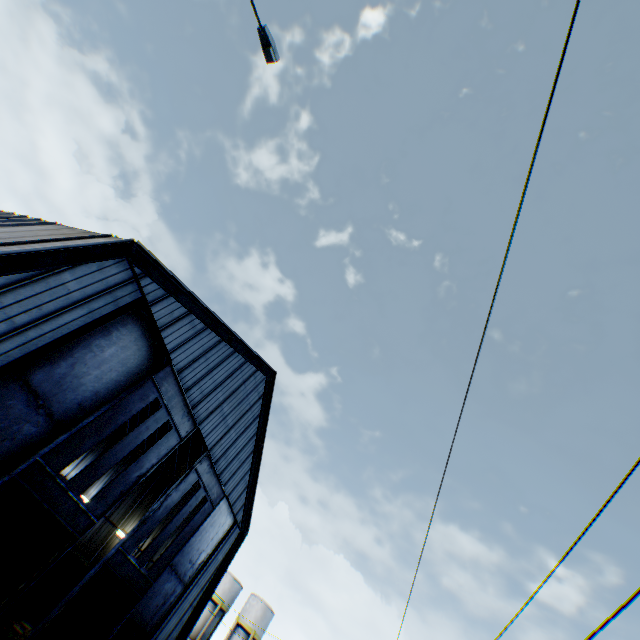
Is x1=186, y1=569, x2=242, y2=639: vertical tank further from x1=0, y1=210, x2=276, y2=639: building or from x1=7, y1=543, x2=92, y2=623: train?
x1=7, y1=543, x2=92, y2=623: train

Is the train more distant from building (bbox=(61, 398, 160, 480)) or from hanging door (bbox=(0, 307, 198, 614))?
hanging door (bbox=(0, 307, 198, 614))

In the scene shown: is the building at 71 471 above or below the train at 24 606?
above

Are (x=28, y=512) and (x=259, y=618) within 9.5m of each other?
no

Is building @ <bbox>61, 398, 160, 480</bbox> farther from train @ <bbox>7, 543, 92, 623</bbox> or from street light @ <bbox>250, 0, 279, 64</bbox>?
street light @ <bbox>250, 0, 279, 64</bbox>

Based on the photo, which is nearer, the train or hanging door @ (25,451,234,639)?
hanging door @ (25,451,234,639)

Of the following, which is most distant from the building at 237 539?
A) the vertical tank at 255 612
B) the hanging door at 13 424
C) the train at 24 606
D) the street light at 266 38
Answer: the vertical tank at 255 612

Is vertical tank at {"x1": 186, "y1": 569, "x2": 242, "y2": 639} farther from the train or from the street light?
the street light
